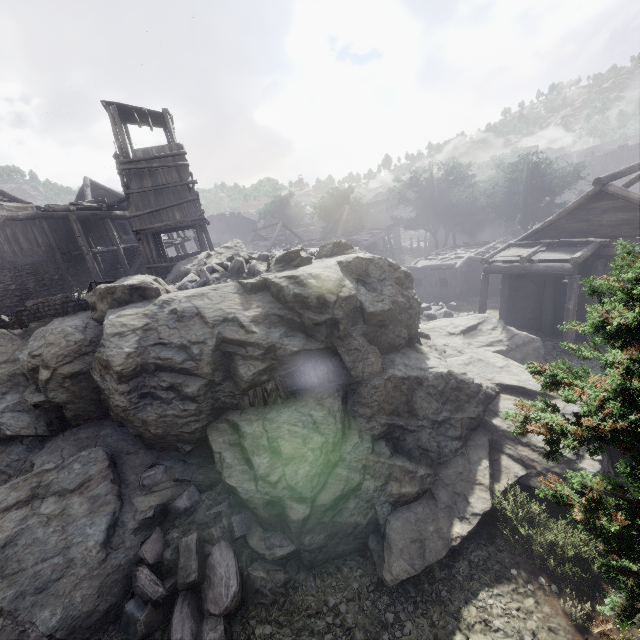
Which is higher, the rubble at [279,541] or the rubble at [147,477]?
the rubble at [147,477]

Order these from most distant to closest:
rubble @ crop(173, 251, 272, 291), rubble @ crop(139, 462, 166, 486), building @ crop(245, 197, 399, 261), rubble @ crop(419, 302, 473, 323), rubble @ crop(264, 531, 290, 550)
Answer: building @ crop(245, 197, 399, 261) < rubble @ crop(419, 302, 473, 323) < rubble @ crop(173, 251, 272, 291) < rubble @ crop(139, 462, 166, 486) < rubble @ crop(264, 531, 290, 550)

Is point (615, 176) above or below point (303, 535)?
above

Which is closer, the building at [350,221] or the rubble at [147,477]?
the rubble at [147,477]

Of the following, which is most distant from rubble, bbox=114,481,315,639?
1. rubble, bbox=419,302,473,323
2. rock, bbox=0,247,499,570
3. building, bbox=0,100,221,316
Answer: rubble, bbox=419,302,473,323

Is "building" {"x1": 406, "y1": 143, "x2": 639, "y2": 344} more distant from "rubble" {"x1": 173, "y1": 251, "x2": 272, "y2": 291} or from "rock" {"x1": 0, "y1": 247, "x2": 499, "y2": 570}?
"rubble" {"x1": 173, "y1": 251, "x2": 272, "y2": 291}

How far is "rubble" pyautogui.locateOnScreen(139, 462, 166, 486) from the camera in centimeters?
884cm

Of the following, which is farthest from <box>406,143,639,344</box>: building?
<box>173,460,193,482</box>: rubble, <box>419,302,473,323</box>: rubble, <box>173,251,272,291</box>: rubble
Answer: <box>173,251,272,291</box>: rubble
